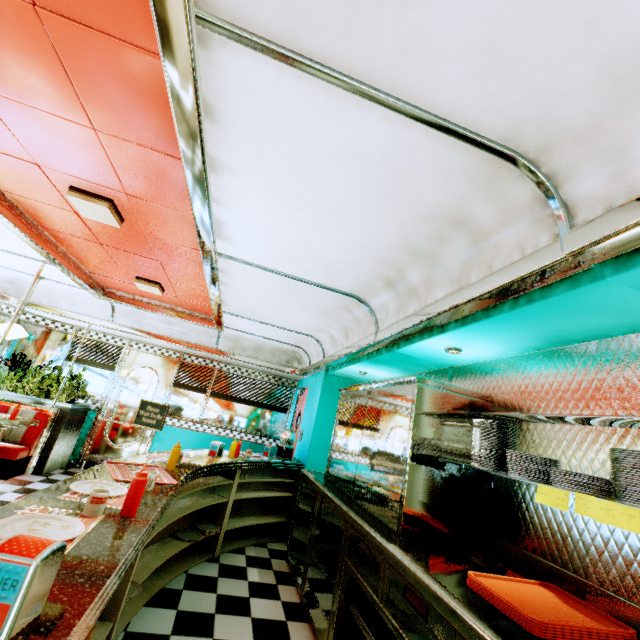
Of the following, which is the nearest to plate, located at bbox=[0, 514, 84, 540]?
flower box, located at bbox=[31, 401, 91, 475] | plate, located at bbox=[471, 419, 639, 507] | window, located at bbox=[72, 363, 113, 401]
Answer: plate, located at bbox=[471, 419, 639, 507]

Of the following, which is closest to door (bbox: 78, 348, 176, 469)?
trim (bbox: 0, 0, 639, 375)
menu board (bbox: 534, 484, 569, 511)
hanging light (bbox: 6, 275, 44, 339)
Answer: trim (bbox: 0, 0, 639, 375)

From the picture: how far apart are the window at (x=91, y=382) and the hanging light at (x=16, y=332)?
1.78m

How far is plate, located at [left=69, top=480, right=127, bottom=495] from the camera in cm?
180

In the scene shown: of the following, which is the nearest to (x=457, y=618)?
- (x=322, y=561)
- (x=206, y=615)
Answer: (x=322, y=561)

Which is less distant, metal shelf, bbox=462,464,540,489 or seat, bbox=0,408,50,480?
metal shelf, bbox=462,464,540,489

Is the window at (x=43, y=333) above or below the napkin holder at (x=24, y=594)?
above

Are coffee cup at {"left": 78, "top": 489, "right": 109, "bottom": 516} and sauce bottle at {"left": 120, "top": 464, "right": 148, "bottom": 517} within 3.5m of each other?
yes
